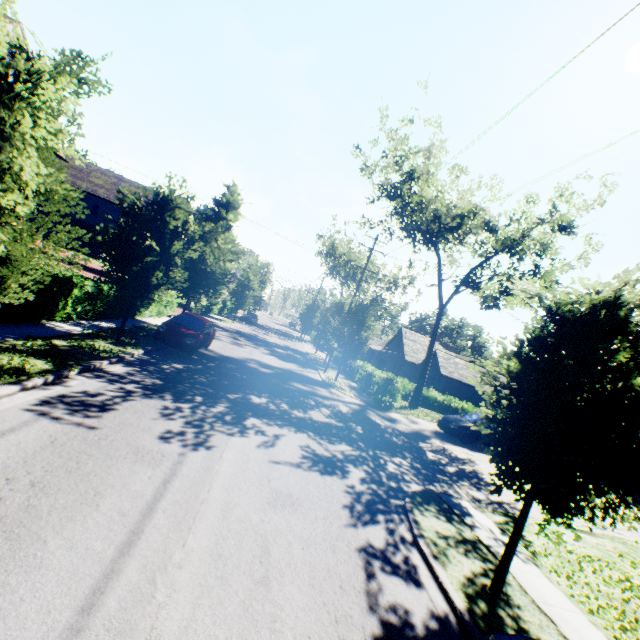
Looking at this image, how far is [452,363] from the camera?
34.75m

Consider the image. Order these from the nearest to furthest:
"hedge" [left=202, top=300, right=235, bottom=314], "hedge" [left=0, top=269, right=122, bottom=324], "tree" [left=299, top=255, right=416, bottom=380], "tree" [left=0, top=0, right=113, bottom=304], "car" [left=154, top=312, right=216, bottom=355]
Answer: "tree" [left=0, top=0, right=113, bottom=304], "hedge" [left=0, top=269, right=122, bottom=324], "car" [left=154, top=312, right=216, bottom=355], "tree" [left=299, top=255, right=416, bottom=380], "hedge" [left=202, top=300, right=235, bottom=314]

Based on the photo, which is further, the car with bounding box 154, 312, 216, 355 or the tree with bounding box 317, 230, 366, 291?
the tree with bounding box 317, 230, 366, 291

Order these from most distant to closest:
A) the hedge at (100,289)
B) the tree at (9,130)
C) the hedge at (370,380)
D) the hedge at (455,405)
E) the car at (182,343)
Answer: the hedge at (455,405) < the hedge at (370,380) < the car at (182,343) < the hedge at (100,289) < the tree at (9,130)

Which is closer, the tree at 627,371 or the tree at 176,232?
the tree at 627,371

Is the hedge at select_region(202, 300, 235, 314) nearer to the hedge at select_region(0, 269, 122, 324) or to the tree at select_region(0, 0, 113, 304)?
the tree at select_region(0, 0, 113, 304)

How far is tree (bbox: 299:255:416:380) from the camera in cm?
2294

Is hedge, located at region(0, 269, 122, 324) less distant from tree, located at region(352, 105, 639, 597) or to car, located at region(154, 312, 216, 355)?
tree, located at region(352, 105, 639, 597)
